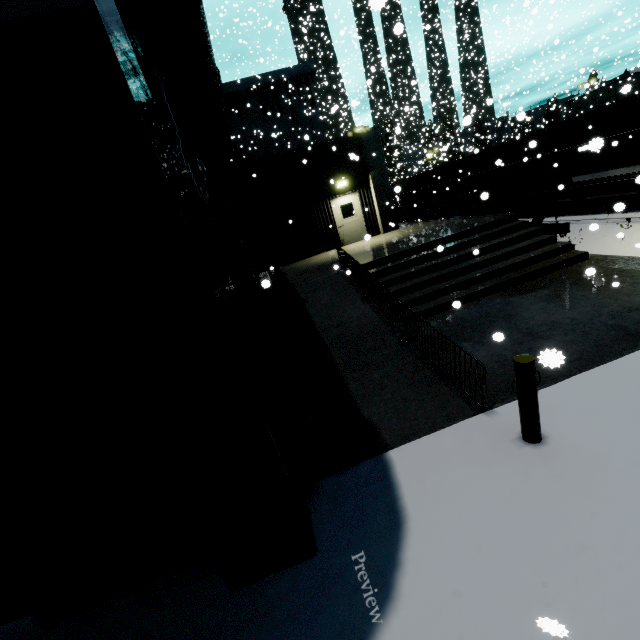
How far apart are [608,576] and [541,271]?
8.5m

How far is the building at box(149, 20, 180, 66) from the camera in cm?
964

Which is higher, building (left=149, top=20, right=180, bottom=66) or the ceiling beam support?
building (left=149, top=20, right=180, bottom=66)

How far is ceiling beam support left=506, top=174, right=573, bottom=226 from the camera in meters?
9.9

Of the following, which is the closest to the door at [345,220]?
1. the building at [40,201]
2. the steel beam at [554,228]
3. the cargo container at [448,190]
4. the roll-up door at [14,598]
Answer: the building at [40,201]

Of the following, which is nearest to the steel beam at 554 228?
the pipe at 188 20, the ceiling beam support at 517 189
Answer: the ceiling beam support at 517 189

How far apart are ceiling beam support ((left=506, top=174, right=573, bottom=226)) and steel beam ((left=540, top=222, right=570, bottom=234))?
0.8m

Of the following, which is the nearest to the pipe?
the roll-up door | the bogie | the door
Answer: the roll-up door
